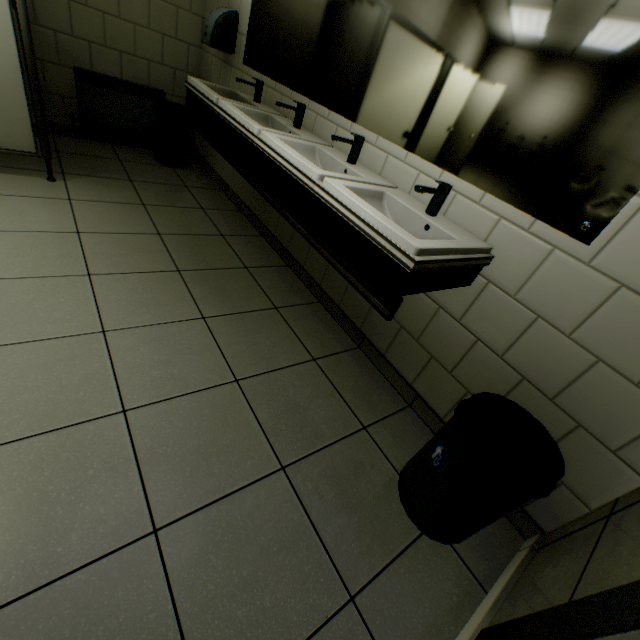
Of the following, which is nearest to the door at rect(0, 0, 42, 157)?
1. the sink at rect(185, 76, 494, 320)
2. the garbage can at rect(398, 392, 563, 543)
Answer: the sink at rect(185, 76, 494, 320)

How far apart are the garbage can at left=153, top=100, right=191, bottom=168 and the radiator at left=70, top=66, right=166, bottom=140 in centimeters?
11cm

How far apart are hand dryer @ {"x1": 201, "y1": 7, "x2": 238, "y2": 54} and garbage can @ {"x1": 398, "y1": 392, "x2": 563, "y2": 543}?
3.50m

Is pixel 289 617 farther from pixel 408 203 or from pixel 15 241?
pixel 15 241

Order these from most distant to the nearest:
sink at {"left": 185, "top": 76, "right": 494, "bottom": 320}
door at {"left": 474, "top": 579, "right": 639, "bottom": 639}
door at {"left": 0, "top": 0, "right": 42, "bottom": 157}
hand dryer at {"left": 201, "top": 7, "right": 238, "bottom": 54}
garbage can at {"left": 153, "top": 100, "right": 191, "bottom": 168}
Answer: garbage can at {"left": 153, "top": 100, "right": 191, "bottom": 168}
hand dryer at {"left": 201, "top": 7, "right": 238, "bottom": 54}
door at {"left": 0, "top": 0, "right": 42, "bottom": 157}
sink at {"left": 185, "top": 76, "right": 494, "bottom": 320}
door at {"left": 474, "top": 579, "right": 639, "bottom": 639}

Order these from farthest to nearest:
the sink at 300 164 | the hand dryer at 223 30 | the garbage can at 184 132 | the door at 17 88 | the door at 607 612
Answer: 1. the garbage can at 184 132
2. the hand dryer at 223 30
3. the door at 17 88
4. the sink at 300 164
5. the door at 607 612

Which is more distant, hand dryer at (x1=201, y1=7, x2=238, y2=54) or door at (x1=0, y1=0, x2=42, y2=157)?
hand dryer at (x1=201, y1=7, x2=238, y2=54)

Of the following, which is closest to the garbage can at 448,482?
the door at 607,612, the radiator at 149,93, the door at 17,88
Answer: the door at 607,612
